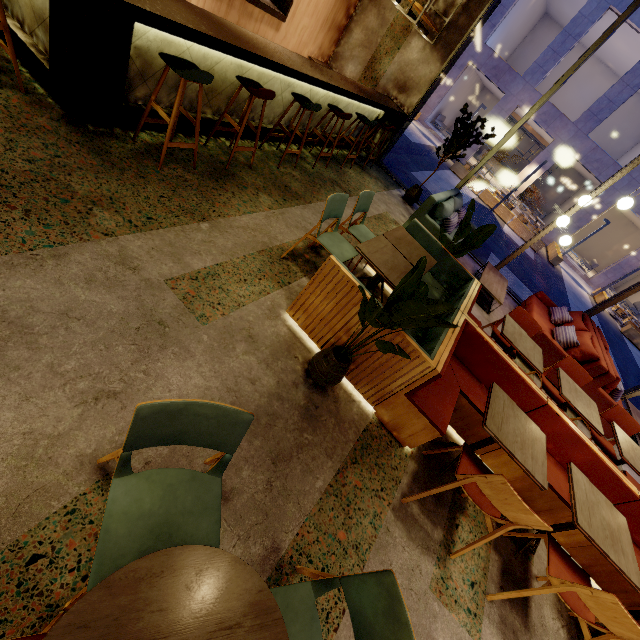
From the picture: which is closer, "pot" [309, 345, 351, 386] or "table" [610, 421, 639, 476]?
"pot" [309, 345, 351, 386]

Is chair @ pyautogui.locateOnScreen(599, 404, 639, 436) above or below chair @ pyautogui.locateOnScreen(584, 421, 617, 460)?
above

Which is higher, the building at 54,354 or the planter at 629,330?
the building at 54,354

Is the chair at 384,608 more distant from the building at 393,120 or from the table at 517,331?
the table at 517,331

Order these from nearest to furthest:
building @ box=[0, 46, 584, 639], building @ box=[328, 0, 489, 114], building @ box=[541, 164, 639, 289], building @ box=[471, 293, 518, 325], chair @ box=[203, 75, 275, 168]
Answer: building @ box=[0, 46, 584, 639], chair @ box=[203, 75, 275, 168], building @ box=[471, 293, 518, 325], building @ box=[328, 0, 489, 114], building @ box=[541, 164, 639, 289]

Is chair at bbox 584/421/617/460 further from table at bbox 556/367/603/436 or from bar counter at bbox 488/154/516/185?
bar counter at bbox 488/154/516/185

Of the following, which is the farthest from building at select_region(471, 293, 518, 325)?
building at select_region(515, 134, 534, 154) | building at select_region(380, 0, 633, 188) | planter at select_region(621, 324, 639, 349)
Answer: building at select_region(515, 134, 534, 154)

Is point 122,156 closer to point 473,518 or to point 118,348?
point 118,348
